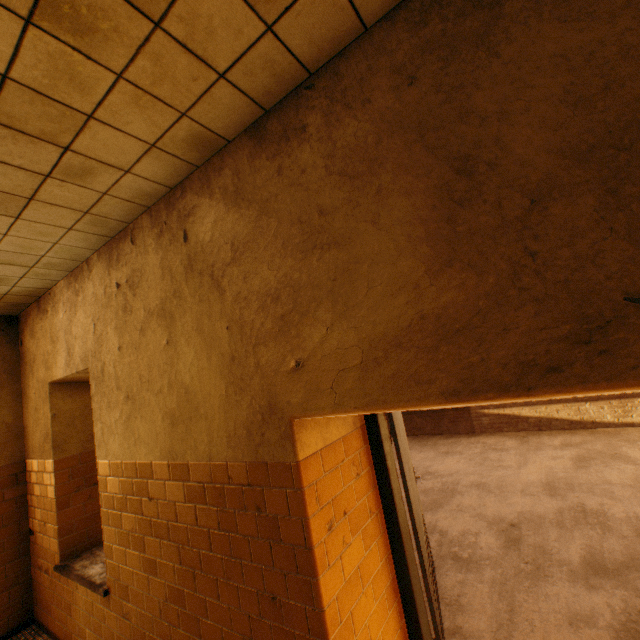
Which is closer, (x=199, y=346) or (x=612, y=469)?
(x=199, y=346)
